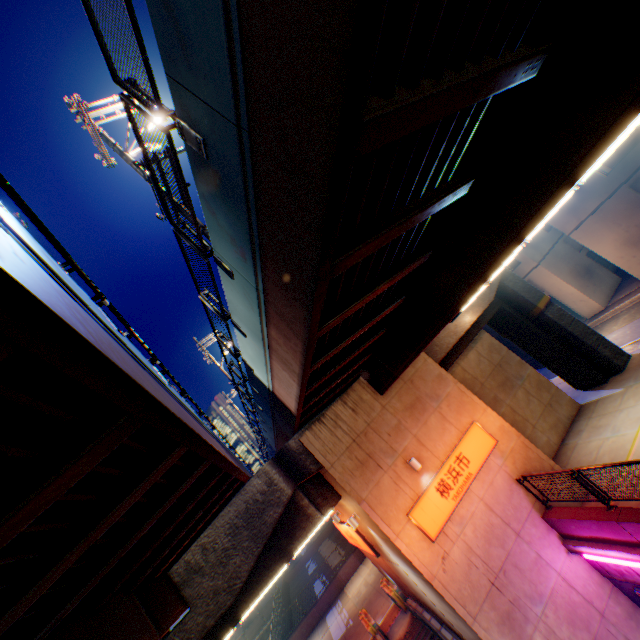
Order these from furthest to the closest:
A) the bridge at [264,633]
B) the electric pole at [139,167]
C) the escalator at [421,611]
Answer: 1. the bridge at [264,633]
2. the escalator at [421,611]
3. the electric pole at [139,167]

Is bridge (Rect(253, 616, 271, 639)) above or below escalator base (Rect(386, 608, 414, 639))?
below

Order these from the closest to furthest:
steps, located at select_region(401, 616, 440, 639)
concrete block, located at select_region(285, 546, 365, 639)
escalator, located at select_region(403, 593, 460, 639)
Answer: escalator, located at select_region(403, 593, 460, 639) < steps, located at select_region(401, 616, 440, 639) < concrete block, located at select_region(285, 546, 365, 639)

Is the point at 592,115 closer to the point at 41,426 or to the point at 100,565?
the point at 41,426

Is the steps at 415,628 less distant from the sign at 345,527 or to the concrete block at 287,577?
the sign at 345,527

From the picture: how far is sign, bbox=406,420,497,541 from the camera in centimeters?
1084cm

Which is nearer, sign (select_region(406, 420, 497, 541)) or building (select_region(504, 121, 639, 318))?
sign (select_region(406, 420, 497, 541))

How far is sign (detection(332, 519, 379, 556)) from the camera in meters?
14.7
